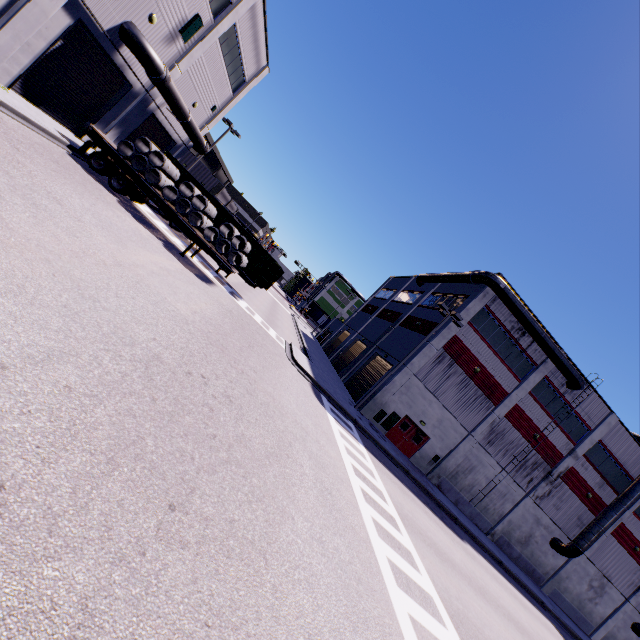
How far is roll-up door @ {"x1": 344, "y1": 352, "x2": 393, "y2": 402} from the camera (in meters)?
27.45

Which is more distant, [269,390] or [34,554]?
[269,390]

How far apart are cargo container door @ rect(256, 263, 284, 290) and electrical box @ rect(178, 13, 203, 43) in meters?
13.7 m

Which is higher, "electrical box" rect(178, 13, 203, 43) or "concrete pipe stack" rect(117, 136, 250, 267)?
"electrical box" rect(178, 13, 203, 43)

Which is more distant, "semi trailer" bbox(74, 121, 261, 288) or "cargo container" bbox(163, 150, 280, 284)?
"cargo container" bbox(163, 150, 280, 284)

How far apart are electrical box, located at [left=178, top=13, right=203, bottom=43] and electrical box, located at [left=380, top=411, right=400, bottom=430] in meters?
27.0

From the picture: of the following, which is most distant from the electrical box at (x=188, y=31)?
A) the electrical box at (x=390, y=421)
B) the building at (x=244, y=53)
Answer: the electrical box at (x=390, y=421)

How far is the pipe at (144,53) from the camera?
15.9 meters
